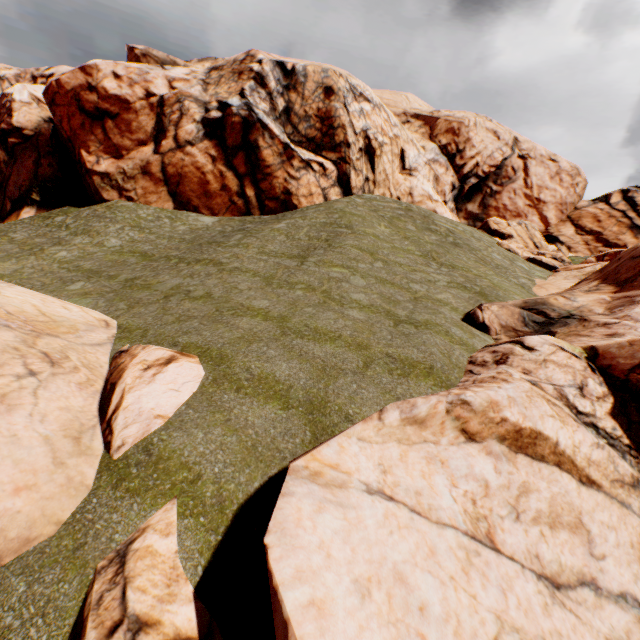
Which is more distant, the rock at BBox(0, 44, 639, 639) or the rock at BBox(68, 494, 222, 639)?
the rock at BBox(0, 44, 639, 639)

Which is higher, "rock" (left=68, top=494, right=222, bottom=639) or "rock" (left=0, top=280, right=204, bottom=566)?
"rock" (left=0, top=280, right=204, bottom=566)

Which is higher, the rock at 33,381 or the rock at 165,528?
the rock at 33,381

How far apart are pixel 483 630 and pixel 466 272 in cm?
1743

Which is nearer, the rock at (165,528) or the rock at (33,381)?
the rock at (165,528)

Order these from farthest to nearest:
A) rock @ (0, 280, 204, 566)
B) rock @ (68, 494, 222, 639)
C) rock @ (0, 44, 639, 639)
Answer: rock @ (0, 280, 204, 566) → rock @ (0, 44, 639, 639) → rock @ (68, 494, 222, 639)
